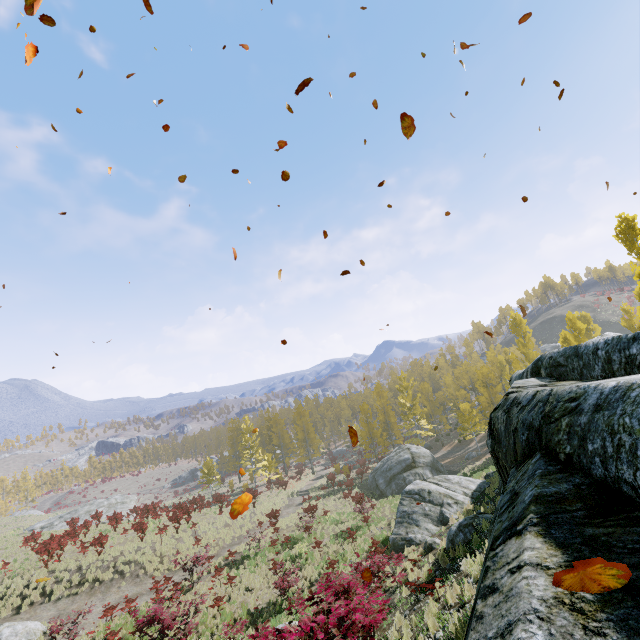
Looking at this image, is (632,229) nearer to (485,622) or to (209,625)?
(485,622)

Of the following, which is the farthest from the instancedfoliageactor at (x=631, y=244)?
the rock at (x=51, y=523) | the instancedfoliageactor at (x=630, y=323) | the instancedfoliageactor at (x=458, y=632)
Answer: the rock at (x=51, y=523)

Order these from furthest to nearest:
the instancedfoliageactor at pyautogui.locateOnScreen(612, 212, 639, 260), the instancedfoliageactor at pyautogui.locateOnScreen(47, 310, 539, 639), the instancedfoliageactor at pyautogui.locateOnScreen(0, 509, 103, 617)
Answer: the instancedfoliageactor at pyautogui.locateOnScreen(0, 509, 103, 617)
the instancedfoliageactor at pyautogui.locateOnScreen(612, 212, 639, 260)
the instancedfoliageactor at pyautogui.locateOnScreen(47, 310, 539, 639)

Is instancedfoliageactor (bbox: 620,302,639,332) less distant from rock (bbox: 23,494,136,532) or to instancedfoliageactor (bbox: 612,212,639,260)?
instancedfoliageactor (bbox: 612,212,639,260)

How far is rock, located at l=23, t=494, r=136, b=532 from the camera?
38.81m

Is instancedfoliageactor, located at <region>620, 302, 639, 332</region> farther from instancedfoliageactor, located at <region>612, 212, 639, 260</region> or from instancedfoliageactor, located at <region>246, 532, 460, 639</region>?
instancedfoliageactor, located at <region>612, 212, 639, 260</region>

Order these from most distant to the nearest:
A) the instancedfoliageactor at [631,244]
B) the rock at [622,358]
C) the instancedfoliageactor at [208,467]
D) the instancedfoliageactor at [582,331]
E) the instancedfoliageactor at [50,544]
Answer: the instancedfoliageactor at [208,467] → the instancedfoliageactor at [582,331] → the instancedfoliageactor at [50,544] → the instancedfoliageactor at [631,244] → the rock at [622,358]

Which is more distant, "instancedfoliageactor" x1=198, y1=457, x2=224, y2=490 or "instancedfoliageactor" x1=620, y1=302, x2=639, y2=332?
"instancedfoliageactor" x1=198, y1=457, x2=224, y2=490
